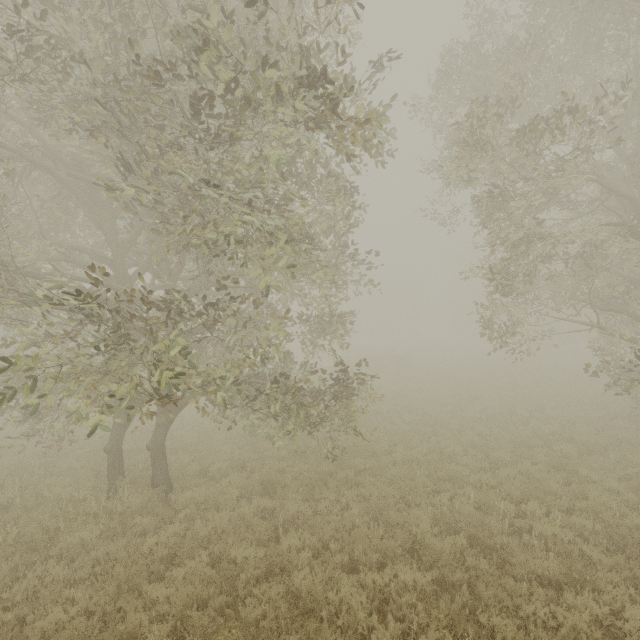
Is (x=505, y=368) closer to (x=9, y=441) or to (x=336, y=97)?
(x=336, y=97)
